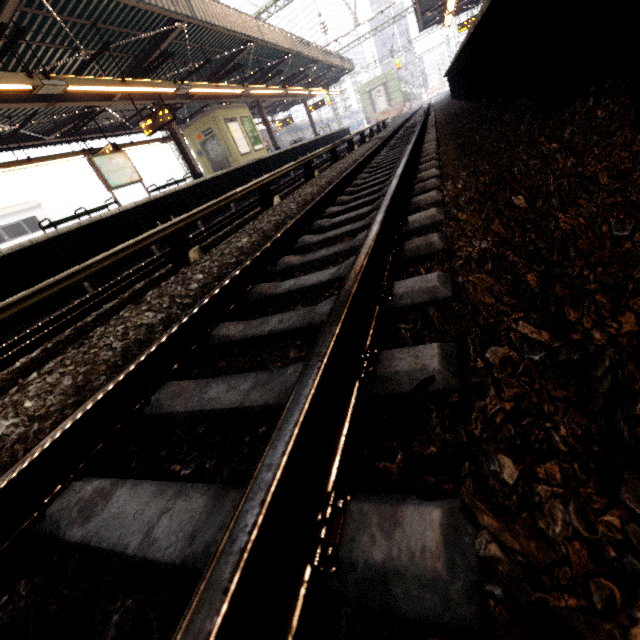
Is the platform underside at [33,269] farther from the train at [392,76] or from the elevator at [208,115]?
the train at [392,76]

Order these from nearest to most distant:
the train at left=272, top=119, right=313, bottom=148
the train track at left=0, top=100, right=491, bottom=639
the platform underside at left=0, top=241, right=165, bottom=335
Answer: the train track at left=0, top=100, right=491, bottom=639
the platform underside at left=0, top=241, right=165, bottom=335
the train at left=272, top=119, right=313, bottom=148

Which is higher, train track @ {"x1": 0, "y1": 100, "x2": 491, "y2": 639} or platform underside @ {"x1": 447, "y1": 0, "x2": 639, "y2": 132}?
platform underside @ {"x1": 447, "y1": 0, "x2": 639, "y2": 132}

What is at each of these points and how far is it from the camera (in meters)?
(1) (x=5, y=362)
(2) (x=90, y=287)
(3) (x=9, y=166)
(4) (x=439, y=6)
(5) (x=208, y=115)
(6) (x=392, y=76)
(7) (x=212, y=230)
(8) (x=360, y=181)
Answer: (1) train track, 3.34
(2) platform underside, 6.52
(3) awning structure, 10.82
(4) awning structure, 20.09
(5) elevator, 15.73
(6) train, 32.84
(7) train track, 6.45
(8) train track, 4.98

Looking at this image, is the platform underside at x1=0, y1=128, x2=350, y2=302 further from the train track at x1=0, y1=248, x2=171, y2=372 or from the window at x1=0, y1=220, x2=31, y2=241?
the window at x1=0, y1=220, x2=31, y2=241

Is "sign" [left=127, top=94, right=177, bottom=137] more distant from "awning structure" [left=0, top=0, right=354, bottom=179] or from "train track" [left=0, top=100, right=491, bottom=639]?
"train track" [left=0, top=100, right=491, bottom=639]

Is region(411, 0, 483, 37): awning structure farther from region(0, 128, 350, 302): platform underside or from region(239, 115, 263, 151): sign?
region(239, 115, 263, 151): sign

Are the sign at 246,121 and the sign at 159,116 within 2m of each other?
no
